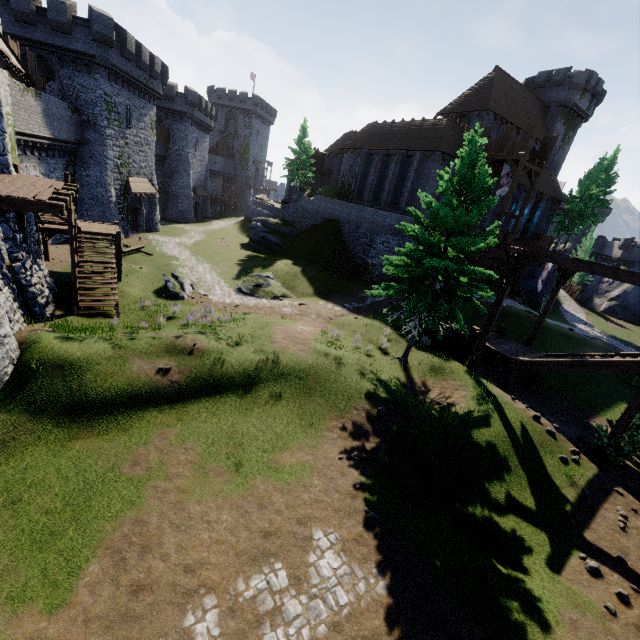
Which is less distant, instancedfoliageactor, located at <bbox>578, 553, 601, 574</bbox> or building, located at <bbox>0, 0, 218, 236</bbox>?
instancedfoliageactor, located at <bbox>578, 553, 601, 574</bbox>

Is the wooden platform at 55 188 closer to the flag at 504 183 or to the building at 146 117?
the building at 146 117

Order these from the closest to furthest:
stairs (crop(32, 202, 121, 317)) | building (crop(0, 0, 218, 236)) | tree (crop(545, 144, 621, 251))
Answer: stairs (crop(32, 202, 121, 317)), building (crop(0, 0, 218, 236)), tree (crop(545, 144, 621, 251))

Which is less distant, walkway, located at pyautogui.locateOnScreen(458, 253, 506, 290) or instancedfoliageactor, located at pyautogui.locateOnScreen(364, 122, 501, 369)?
instancedfoliageactor, located at pyautogui.locateOnScreen(364, 122, 501, 369)

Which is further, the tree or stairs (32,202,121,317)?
the tree

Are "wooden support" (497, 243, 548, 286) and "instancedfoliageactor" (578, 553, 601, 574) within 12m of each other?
yes

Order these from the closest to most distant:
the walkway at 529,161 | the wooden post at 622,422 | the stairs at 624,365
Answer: the wooden post at 622,422 → the stairs at 624,365 → the walkway at 529,161

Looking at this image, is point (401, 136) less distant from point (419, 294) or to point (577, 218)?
point (577, 218)
